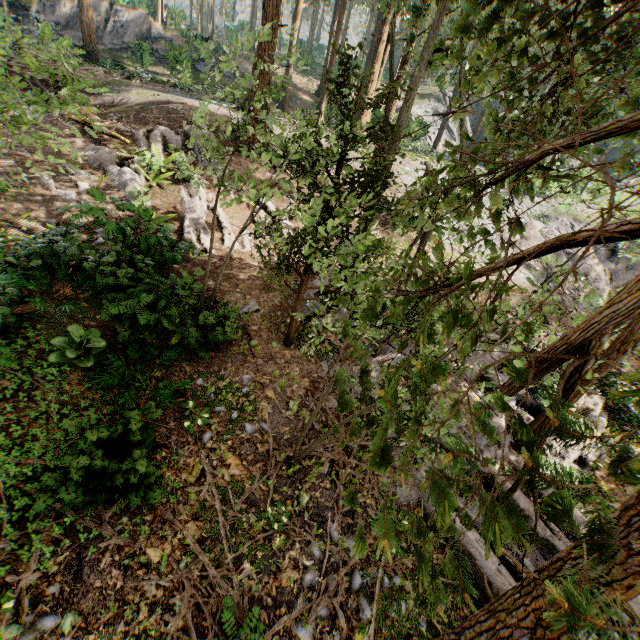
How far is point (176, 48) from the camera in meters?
23.2

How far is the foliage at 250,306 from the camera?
10.01m

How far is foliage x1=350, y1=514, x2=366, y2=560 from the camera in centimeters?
97cm

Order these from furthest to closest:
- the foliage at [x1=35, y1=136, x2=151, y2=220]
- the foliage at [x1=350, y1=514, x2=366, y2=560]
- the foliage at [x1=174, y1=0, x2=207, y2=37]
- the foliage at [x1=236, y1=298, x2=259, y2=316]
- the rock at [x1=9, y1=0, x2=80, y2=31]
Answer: the foliage at [x1=174, y1=0, x2=207, y2=37] < the rock at [x1=9, y1=0, x2=80, y2=31] < the foliage at [x1=236, y1=298, x2=259, y2=316] < the foliage at [x1=35, y1=136, x2=151, y2=220] < the foliage at [x1=350, y1=514, x2=366, y2=560]

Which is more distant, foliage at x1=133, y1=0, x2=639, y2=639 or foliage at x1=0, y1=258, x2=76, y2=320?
foliage at x1=0, y1=258, x2=76, y2=320

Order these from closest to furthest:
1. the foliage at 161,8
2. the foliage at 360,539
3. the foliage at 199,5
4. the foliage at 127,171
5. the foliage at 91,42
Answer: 1. the foliage at 360,539
2. the foliage at 91,42
3. the foliage at 127,171
4. the foliage at 199,5
5. the foliage at 161,8
